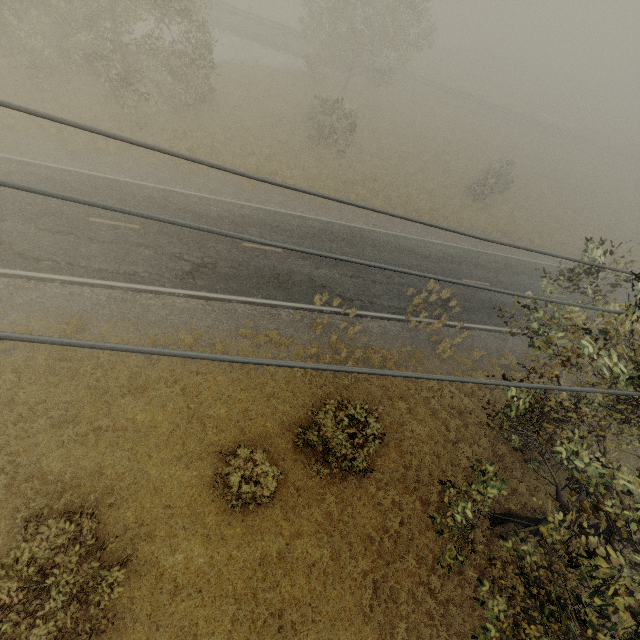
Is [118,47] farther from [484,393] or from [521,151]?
[521,151]
